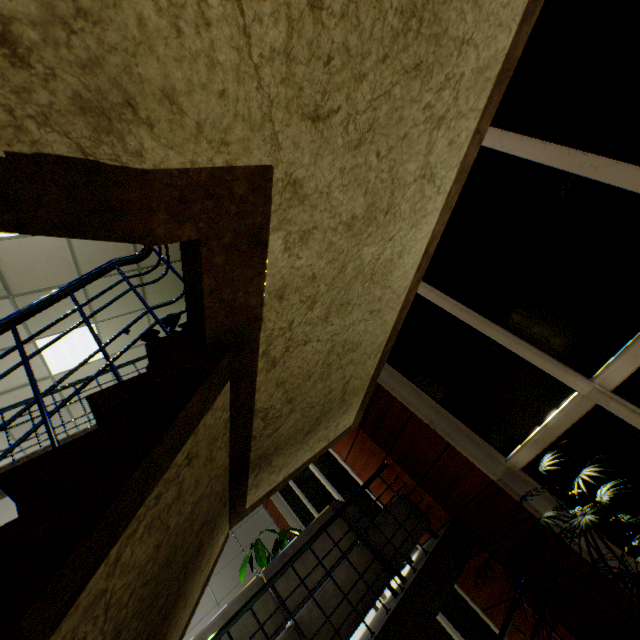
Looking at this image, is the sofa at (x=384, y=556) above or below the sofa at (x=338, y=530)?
below

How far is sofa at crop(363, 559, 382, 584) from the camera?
3.4m

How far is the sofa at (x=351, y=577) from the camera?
3.34m

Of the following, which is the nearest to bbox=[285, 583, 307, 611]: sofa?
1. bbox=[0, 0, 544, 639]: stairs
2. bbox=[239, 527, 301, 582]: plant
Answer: bbox=[0, 0, 544, 639]: stairs

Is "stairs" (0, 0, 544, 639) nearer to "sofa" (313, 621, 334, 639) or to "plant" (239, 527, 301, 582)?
"sofa" (313, 621, 334, 639)

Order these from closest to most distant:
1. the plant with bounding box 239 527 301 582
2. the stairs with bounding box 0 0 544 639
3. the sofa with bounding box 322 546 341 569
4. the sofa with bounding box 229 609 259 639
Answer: the stairs with bounding box 0 0 544 639 < the sofa with bounding box 229 609 259 639 < the sofa with bounding box 322 546 341 569 < the plant with bounding box 239 527 301 582

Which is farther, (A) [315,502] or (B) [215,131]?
(A) [315,502]
